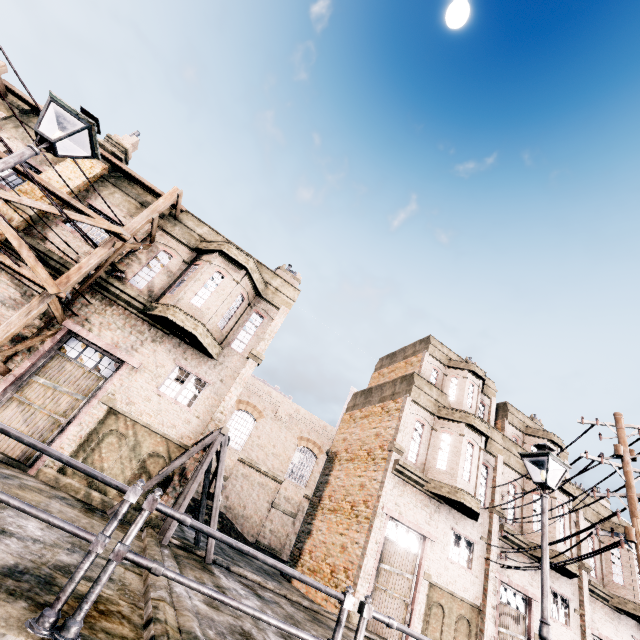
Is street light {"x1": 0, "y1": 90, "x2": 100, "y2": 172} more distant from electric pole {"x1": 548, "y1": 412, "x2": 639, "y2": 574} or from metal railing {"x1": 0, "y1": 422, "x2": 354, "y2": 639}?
electric pole {"x1": 548, "y1": 412, "x2": 639, "y2": 574}

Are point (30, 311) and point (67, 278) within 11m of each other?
yes

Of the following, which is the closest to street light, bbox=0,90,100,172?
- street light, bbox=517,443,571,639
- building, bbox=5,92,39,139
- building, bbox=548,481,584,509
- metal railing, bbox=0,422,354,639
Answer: metal railing, bbox=0,422,354,639

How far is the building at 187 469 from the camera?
11.44m

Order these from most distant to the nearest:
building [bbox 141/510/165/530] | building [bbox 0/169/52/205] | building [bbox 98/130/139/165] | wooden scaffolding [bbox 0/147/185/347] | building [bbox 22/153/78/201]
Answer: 1. building [bbox 98/130/139/165]
2. building [bbox 22/153/78/201]
3. building [bbox 0/169/52/205]
4. building [bbox 141/510/165/530]
5. wooden scaffolding [bbox 0/147/185/347]

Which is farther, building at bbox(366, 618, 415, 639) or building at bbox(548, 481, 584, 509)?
building at bbox(548, 481, 584, 509)

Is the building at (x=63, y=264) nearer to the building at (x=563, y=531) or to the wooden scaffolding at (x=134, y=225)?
the wooden scaffolding at (x=134, y=225)
